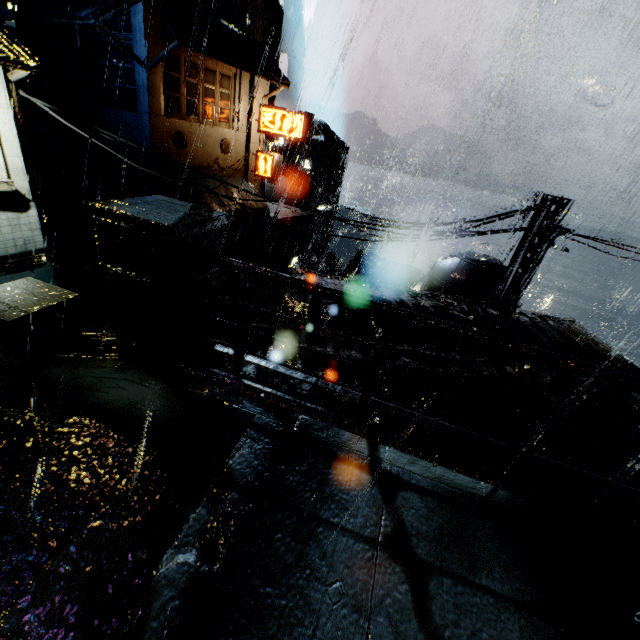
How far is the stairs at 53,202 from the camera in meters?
20.5

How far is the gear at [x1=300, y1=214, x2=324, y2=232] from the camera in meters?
45.0

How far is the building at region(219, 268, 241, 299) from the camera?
25.6m

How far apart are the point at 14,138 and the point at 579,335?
14.36m

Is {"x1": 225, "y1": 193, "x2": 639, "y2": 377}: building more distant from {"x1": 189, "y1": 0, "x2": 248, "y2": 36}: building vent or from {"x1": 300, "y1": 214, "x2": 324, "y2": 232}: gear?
{"x1": 300, "y1": 214, "x2": 324, "y2": 232}: gear

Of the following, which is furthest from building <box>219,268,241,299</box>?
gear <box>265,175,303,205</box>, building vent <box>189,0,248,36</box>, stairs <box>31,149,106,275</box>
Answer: gear <box>265,175,303,205</box>

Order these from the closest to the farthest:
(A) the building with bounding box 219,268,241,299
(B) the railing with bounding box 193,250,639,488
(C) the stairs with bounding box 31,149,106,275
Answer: (B) the railing with bounding box 193,250,639,488 → (C) the stairs with bounding box 31,149,106,275 → (A) the building with bounding box 219,268,241,299

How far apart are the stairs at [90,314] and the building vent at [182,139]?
9.3 meters
